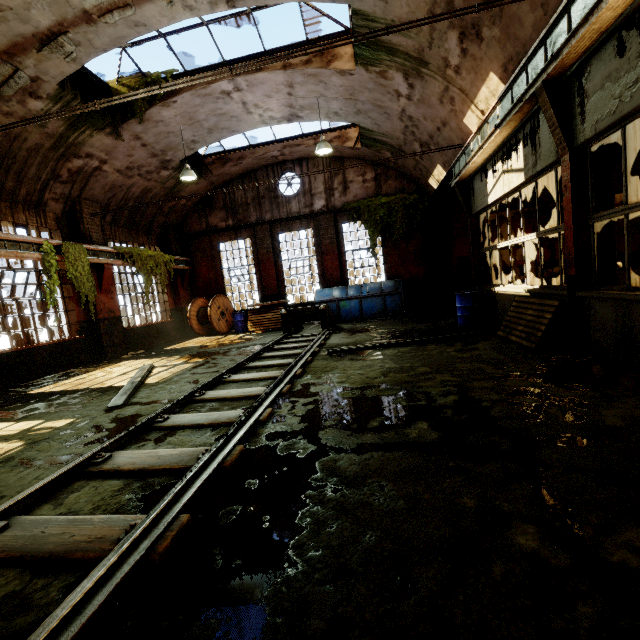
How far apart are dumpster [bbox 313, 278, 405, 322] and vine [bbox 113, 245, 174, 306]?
6.47m

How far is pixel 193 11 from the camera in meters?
6.8 m

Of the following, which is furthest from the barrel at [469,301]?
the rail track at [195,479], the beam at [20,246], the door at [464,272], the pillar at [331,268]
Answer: the beam at [20,246]

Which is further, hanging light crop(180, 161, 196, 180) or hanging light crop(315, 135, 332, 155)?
hanging light crop(180, 161, 196, 180)

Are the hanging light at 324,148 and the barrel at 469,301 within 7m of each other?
yes

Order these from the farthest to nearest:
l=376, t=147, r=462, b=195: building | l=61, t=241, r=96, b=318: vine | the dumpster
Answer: the dumpster, l=376, t=147, r=462, b=195: building, l=61, t=241, r=96, b=318: vine

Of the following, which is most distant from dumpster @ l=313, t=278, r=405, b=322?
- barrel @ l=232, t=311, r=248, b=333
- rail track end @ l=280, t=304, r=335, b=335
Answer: barrel @ l=232, t=311, r=248, b=333

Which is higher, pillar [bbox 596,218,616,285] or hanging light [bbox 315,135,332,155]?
hanging light [bbox 315,135,332,155]
